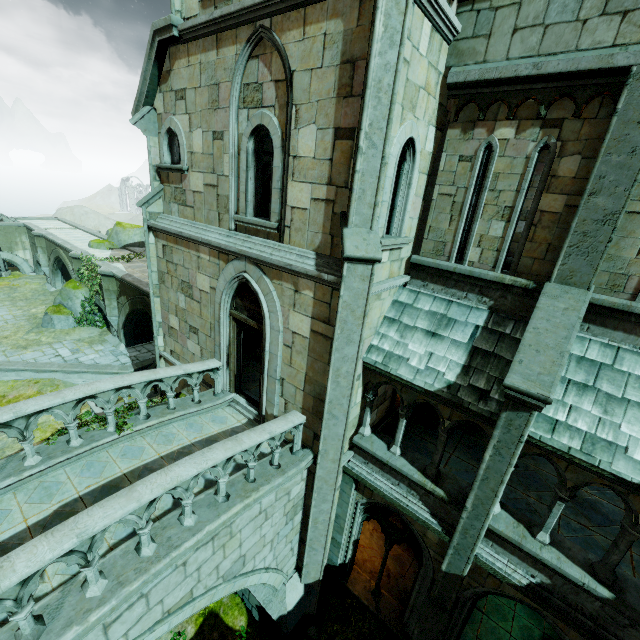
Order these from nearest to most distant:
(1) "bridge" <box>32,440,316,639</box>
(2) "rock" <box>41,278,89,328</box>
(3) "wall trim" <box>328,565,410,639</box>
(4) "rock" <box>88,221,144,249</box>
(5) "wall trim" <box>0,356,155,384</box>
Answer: (1) "bridge" <box>32,440,316,639</box> → (3) "wall trim" <box>328,565,410,639</box> → (5) "wall trim" <box>0,356,155,384</box> → (2) "rock" <box>41,278,89,328</box> → (4) "rock" <box>88,221,144,249</box>

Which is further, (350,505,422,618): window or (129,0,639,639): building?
(350,505,422,618): window

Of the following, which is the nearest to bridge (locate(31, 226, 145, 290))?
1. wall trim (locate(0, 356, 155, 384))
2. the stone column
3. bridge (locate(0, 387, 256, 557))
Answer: wall trim (locate(0, 356, 155, 384))

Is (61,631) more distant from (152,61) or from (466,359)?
(152,61)

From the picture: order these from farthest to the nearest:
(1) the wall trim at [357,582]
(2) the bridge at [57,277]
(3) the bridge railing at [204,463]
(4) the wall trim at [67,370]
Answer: (2) the bridge at [57,277], (4) the wall trim at [67,370], (1) the wall trim at [357,582], (3) the bridge railing at [204,463]

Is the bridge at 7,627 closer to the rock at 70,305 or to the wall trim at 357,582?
the wall trim at 357,582

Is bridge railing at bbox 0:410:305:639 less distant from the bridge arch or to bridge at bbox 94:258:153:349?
bridge at bbox 94:258:153:349

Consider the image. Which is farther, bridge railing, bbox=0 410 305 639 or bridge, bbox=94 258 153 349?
bridge, bbox=94 258 153 349
